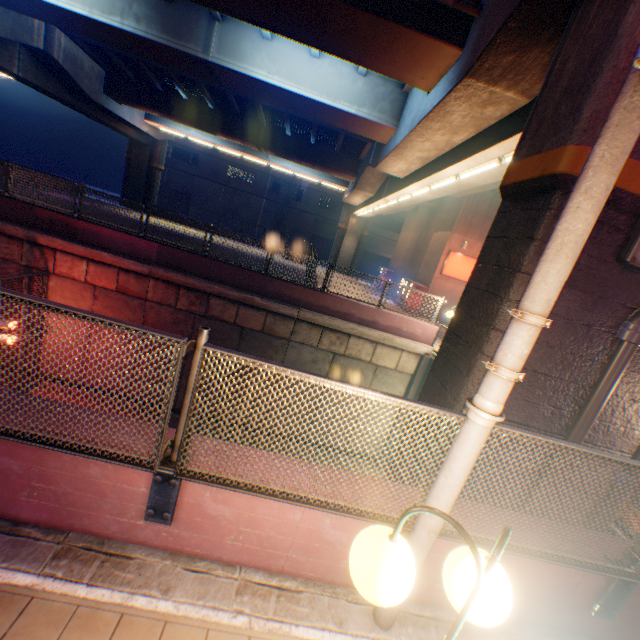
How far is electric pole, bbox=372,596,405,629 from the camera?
2.9 meters

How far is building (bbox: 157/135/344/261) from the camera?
41.6m

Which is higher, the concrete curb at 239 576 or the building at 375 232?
the building at 375 232

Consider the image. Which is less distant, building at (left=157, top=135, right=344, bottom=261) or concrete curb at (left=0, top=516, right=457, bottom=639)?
concrete curb at (left=0, top=516, right=457, bottom=639)

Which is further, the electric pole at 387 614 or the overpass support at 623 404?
the overpass support at 623 404

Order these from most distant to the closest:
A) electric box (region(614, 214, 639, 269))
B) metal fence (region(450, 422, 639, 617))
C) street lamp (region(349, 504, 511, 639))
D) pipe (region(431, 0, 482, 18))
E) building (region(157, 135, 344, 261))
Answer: building (region(157, 135, 344, 261)) < pipe (region(431, 0, 482, 18)) < electric box (region(614, 214, 639, 269)) < metal fence (region(450, 422, 639, 617)) < street lamp (region(349, 504, 511, 639))

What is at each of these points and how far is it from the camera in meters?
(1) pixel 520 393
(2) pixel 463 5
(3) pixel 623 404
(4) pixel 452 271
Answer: (1) overpass support, 4.4 m
(2) pipe, 6.4 m
(3) overpass support, 4.5 m
(4) sign, 21.1 m

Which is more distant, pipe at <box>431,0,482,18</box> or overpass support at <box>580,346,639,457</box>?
pipe at <box>431,0,482,18</box>
